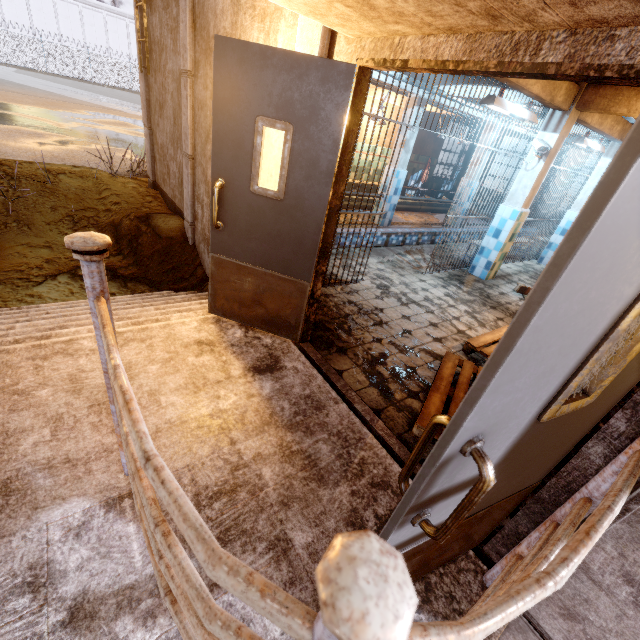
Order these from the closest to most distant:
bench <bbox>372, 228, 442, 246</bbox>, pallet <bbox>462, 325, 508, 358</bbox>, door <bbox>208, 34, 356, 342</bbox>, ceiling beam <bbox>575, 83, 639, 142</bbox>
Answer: door <bbox>208, 34, 356, 342</bbox> → pallet <bbox>462, 325, 508, 358</bbox> → ceiling beam <bbox>575, 83, 639, 142</bbox> → bench <bbox>372, 228, 442, 246</bbox>

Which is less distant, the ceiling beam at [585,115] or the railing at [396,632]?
the railing at [396,632]

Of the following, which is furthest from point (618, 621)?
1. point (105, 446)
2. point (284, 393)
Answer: point (105, 446)

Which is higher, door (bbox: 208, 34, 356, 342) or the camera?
the camera

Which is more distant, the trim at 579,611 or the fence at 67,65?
the fence at 67,65

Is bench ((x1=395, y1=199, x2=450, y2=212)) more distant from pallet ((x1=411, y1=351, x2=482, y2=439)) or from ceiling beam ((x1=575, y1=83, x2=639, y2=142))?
pallet ((x1=411, y1=351, x2=482, y2=439))

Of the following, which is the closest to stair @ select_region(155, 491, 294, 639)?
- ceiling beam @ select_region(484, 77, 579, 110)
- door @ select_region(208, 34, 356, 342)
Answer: door @ select_region(208, 34, 356, 342)

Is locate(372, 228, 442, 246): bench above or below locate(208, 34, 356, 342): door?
below
